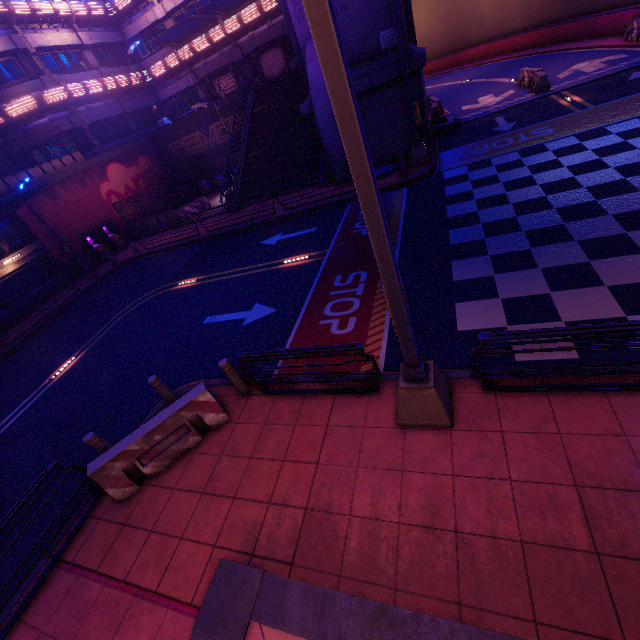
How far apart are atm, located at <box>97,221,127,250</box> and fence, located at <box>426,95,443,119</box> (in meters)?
24.14

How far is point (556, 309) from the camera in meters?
6.3 m

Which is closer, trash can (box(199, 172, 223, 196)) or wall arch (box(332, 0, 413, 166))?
wall arch (box(332, 0, 413, 166))

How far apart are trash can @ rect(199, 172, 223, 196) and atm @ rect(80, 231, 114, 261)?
9.44m

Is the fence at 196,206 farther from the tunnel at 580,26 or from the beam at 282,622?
the beam at 282,622

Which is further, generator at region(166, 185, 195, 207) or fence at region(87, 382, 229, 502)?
generator at region(166, 185, 195, 207)

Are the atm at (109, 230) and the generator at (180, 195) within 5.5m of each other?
no

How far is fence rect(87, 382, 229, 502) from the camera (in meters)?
5.98
